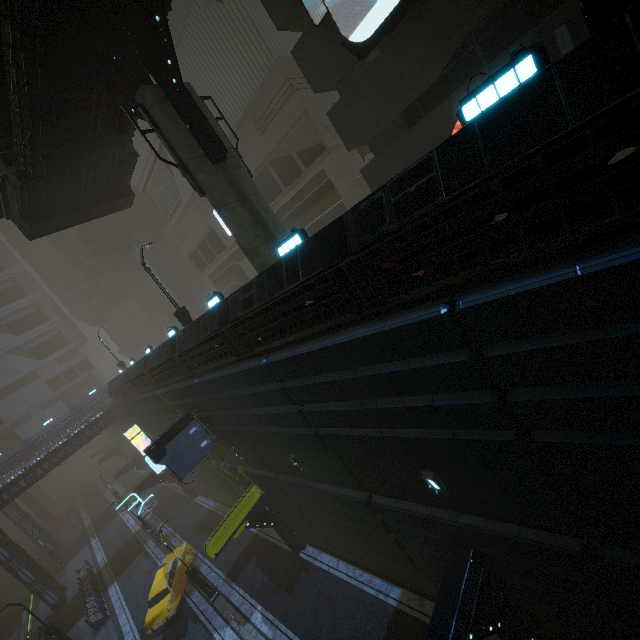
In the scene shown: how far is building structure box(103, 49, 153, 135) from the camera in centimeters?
1125cm

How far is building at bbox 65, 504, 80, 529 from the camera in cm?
4525

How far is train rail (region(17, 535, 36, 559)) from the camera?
47.89m

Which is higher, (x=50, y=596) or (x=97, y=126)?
(x=97, y=126)

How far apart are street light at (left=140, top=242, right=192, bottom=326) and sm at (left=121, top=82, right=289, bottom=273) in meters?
7.4 m

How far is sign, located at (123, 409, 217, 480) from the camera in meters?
14.6

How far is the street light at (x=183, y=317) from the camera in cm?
1738

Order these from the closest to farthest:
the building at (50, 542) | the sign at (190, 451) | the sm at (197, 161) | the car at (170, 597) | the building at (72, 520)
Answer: the sm at (197, 161) → the sign at (190, 451) → the car at (170, 597) → the building at (50, 542) → the building at (72, 520)
